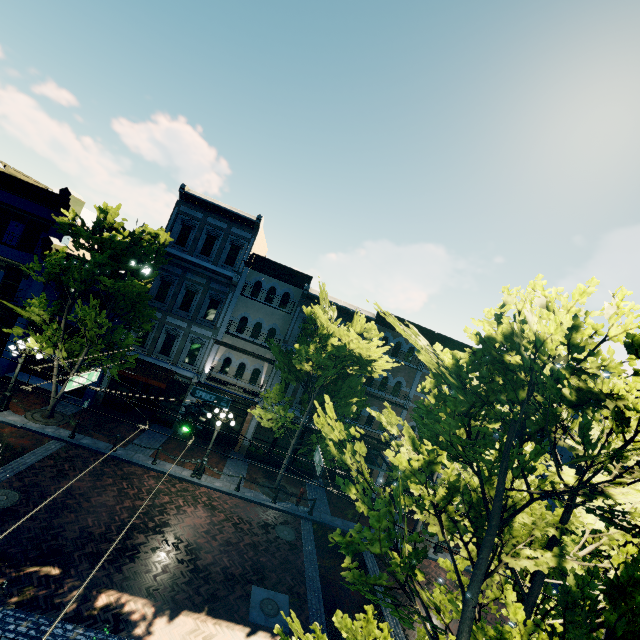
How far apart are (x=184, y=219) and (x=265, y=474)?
16.39m

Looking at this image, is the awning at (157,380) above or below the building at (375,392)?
below

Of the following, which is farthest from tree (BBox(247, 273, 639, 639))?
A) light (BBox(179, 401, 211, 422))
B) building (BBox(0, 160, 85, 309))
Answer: light (BBox(179, 401, 211, 422))

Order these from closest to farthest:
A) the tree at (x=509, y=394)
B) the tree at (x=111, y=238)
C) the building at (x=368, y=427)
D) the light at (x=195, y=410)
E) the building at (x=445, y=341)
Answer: the tree at (x=509, y=394) → the light at (x=195, y=410) → the tree at (x=111, y=238) → the building at (x=368, y=427) → the building at (x=445, y=341)

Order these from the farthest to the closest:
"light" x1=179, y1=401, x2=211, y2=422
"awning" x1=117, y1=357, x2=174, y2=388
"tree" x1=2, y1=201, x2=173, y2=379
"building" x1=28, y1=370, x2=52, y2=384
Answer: "building" x1=28, y1=370, x2=52, y2=384, "awning" x1=117, y1=357, x2=174, y2=388, "tree" x1=2, y1=201, x2=173, y2=379, "light" x1=179, y1=401, x2=211, y2=422

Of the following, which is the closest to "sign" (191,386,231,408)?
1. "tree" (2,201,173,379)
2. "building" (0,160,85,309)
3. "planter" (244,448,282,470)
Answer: "tree" (2,201,173,379)

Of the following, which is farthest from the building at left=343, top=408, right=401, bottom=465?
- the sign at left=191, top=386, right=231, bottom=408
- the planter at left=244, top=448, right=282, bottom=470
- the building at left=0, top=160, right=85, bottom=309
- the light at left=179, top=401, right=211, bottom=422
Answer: the planter at left=244, top=448, right=282, bottom=470

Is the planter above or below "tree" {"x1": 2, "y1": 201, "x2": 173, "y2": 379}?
below
